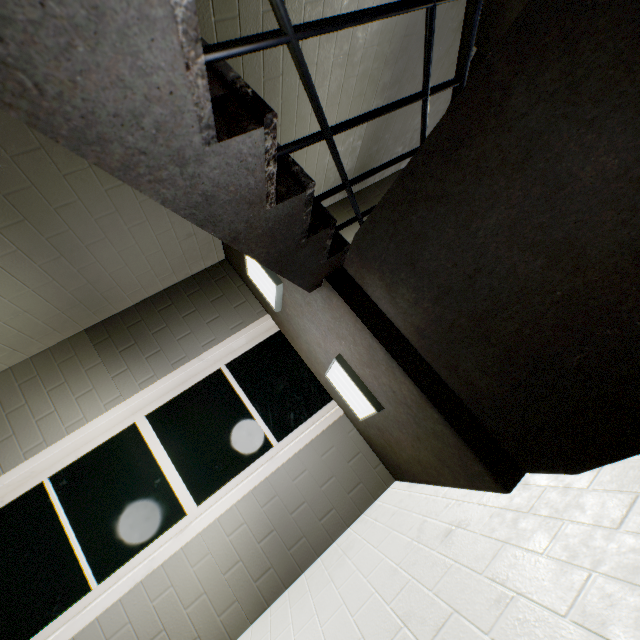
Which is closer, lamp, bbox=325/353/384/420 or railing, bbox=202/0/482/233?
railing, bbox=202/0/482/233

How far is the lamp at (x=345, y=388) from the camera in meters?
2.3

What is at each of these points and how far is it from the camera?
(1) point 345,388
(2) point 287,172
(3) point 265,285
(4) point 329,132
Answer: (1) lamp, 2.6m
(2) stairs, 1.2m
(3) lamp, 2.9m
(4) railing, 1.1m

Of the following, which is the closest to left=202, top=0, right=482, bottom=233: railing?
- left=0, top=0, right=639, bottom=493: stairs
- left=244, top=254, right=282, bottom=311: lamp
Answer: left=0, top=0, right=639, bottom=493: stairs

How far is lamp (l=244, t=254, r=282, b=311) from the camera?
2.63m

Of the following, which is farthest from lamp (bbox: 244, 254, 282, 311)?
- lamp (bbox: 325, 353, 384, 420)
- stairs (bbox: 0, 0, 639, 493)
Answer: lamp (bbox: 325, 353, 384, 420)

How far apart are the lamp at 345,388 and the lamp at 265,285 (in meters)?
0.74
